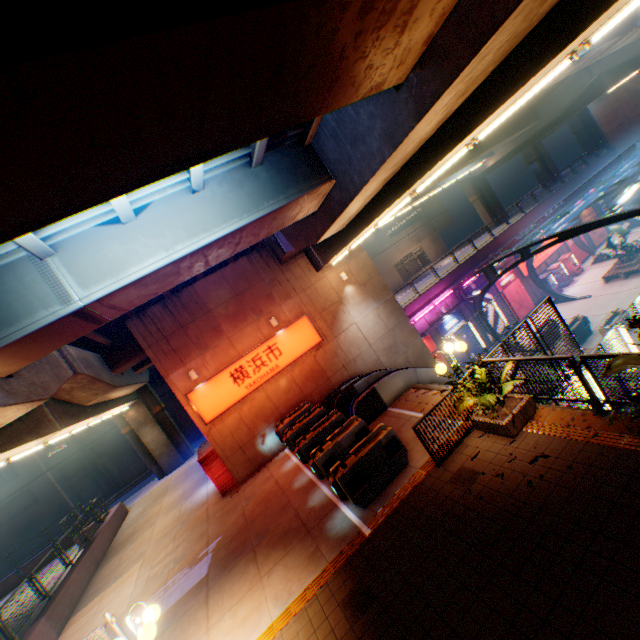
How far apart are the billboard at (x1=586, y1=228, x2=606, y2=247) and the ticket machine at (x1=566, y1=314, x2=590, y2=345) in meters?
17.2 m

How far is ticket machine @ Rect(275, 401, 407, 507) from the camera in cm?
810

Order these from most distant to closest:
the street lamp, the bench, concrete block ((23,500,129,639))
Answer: the bench
concrete block ((23,500,129,639))
the street lamp

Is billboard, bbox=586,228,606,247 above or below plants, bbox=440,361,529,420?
below

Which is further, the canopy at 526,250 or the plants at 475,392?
the canopy at 526,250

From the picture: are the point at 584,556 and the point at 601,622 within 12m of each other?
yes

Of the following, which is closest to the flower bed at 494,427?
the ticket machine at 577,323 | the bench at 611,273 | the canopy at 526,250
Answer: the canopy at 526,250

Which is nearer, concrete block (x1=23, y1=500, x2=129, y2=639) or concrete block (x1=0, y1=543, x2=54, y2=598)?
concrete block (x1=23, y1=500, x2=129, y2=639)
